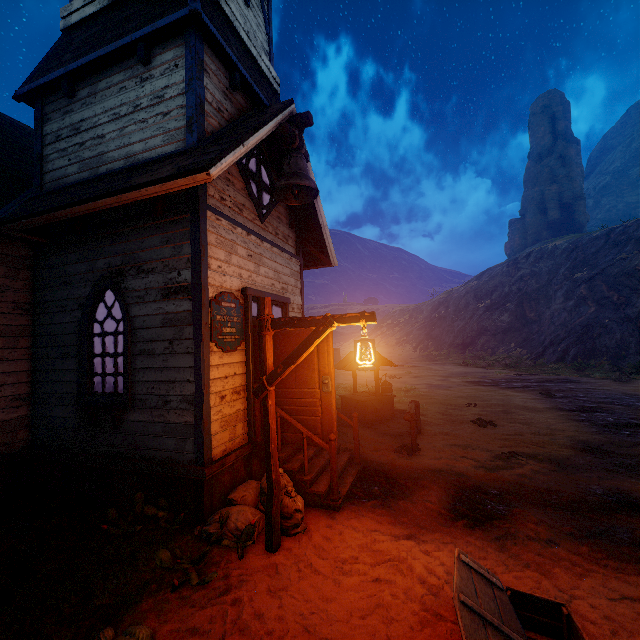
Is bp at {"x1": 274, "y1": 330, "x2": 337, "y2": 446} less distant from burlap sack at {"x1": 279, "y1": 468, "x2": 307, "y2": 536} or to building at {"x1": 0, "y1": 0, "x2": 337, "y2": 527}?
building at {"x1": 0, "y1": 0, "x2": 337, "y2": 527}

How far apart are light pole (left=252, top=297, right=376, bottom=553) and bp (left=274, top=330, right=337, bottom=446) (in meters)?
1.14

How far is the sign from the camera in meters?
5.1

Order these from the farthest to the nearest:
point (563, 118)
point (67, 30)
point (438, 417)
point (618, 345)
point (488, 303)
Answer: point (563, 118) → point (488, 303) → point (618, 345) → point (438, 417) → point (67, 30)

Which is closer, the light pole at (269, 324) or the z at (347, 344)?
the light pole at (269, 324)

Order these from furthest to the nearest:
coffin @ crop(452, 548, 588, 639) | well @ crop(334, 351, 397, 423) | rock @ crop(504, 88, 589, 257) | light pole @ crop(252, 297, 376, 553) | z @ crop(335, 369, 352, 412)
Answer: rock @ crop(504, 88, 589, 257)
z @ crop(335, 369, 352, 412)
well @ crop(334, 351, 397, 423)
light pole @ crop(252, 297, 376, 553)
coffin @ crop(452, 548, 588, 639)

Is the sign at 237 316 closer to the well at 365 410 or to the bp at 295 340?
the bp at 295 340

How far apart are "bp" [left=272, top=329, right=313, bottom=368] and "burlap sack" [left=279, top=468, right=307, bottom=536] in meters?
0.5 m
